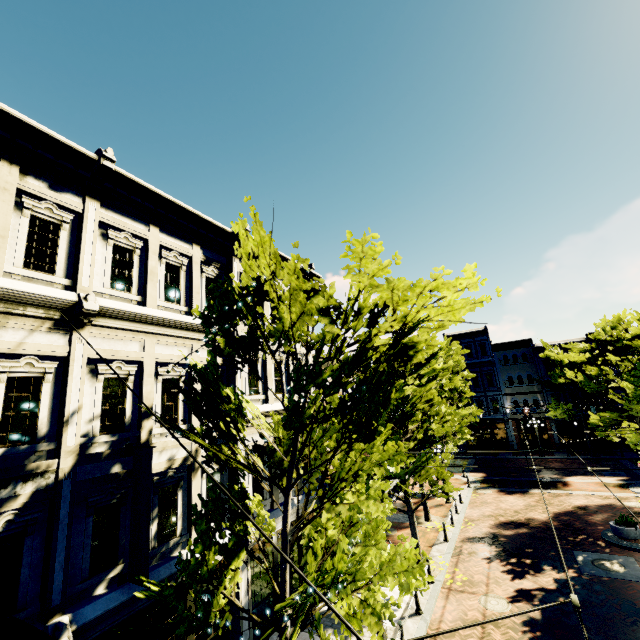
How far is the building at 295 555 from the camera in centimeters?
1240cm

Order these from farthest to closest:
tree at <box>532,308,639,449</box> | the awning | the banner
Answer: tree at <box>532,308,639,449</box>
the banner
the awning

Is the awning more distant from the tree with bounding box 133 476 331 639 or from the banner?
the banner

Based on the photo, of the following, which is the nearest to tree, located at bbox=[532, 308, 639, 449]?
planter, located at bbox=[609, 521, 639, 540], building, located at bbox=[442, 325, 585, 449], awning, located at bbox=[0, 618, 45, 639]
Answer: building, located at bbox=[442, 325, 585, 449]

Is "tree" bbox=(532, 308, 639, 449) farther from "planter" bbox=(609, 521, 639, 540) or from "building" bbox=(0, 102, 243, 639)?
"planter" bbox=(609, 521, 639, 540)

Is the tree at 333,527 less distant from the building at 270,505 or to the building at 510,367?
the building at 510,367

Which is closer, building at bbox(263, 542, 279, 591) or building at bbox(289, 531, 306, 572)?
building at bbox(263, 542, 279, 591)

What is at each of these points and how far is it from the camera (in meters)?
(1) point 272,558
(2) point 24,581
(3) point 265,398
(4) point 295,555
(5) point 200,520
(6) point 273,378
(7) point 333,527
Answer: (1) building, 11.45
(2) building, 6.19
(3) building, 12.82
(4) building, 12.54
(5) tree, 5.91
(6) building, 13.52
(7) tree, 7.93
